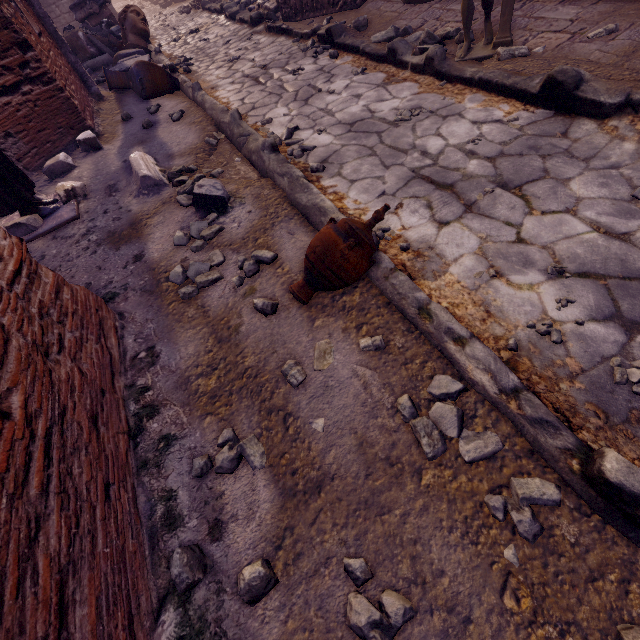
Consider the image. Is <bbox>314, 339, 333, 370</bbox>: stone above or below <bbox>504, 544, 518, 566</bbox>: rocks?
below

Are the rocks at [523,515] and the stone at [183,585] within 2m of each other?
yes

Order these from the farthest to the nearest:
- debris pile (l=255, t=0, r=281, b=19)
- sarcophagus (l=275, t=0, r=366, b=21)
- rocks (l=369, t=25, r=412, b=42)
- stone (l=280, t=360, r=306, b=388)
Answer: debris pile (l=255, t=0, r=281, b=19) → sarcophagus (l=275, t=0, r=366, b=21) → rocks (l=369, t=25, r=412, b=42) → stone (l=280, t=360, r=306, b=388)

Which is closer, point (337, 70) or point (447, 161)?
point (447, 161)

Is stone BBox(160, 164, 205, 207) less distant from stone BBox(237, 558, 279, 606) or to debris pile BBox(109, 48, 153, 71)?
stone BBox(237, 558, 279, 606)

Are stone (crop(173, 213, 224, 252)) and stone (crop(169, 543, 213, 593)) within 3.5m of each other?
yes

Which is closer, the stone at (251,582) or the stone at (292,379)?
the stone at (251,582)

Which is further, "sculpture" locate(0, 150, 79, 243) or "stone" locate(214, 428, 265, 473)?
"sculpture" locate(0, 150, 79, 243)
